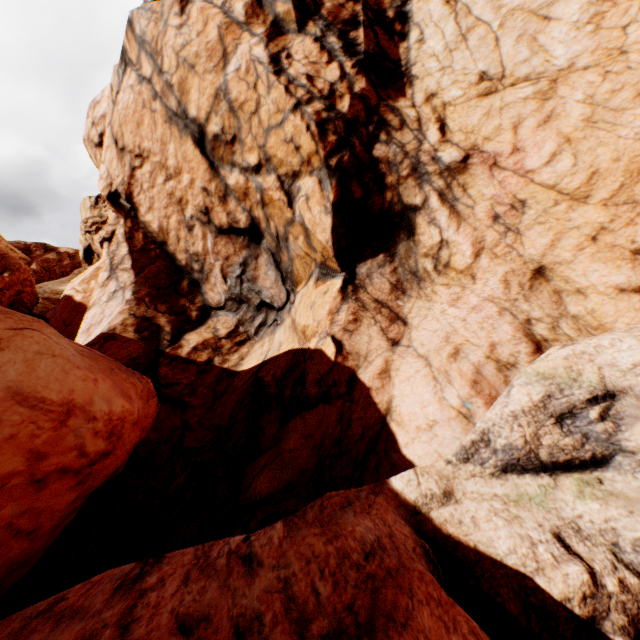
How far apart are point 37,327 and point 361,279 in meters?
8.5
